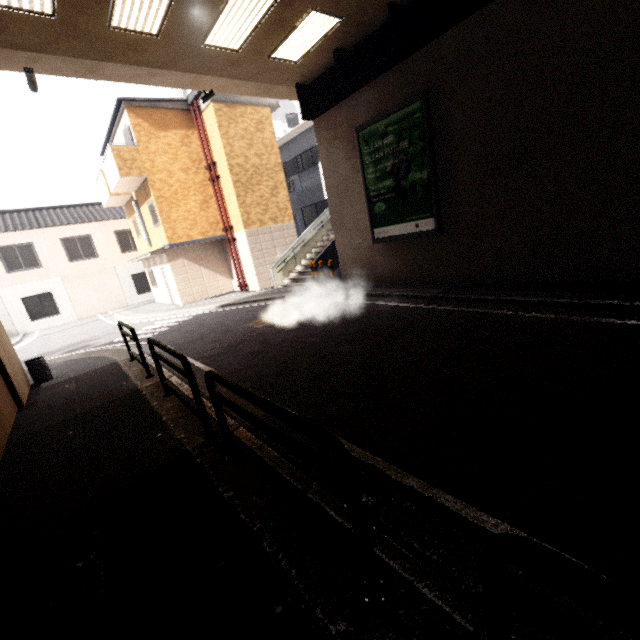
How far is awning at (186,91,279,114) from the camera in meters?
14.1 m

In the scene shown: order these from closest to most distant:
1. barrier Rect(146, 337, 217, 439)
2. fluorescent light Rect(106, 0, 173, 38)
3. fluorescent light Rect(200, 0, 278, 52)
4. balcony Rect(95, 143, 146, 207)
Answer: barrier Rect(146, 337, 217, 439), fluorescent light Rect(106, 0, 173, 38), fluorescent light Rect(200, 0, 278, 52), balcony Rect(95, 143, 146, 207)

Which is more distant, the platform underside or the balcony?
the balcony

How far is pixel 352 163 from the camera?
10.52m

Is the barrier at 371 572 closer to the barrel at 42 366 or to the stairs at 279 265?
the barrel at 42 366

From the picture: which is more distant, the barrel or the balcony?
the balcony

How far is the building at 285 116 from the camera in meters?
25.9 m

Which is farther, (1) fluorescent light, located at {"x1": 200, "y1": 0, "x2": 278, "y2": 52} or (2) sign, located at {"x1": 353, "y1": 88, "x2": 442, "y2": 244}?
(2) sign, located at {"x1": 353, "y1": 88, "x2": 442, "y2": 244}
